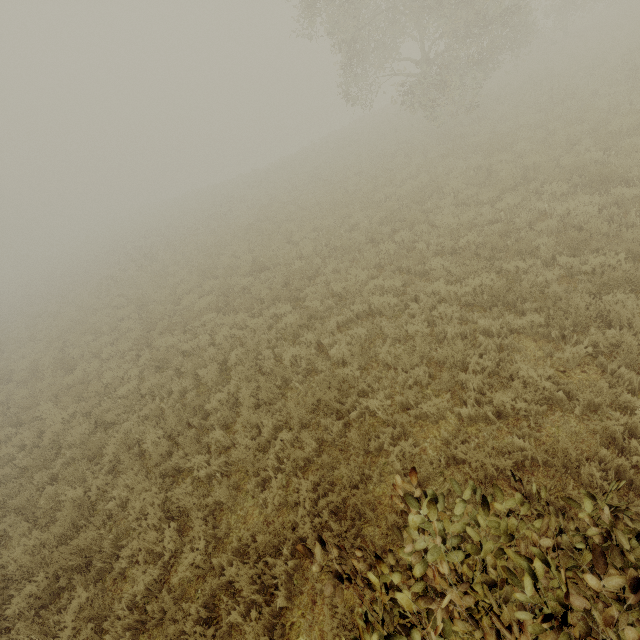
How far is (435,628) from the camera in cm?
185

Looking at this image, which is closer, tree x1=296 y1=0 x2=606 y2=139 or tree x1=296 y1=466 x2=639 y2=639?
tree x1=296 y1=466 x2=639 y2=639

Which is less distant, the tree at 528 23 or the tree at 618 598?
the tree at 618 598
